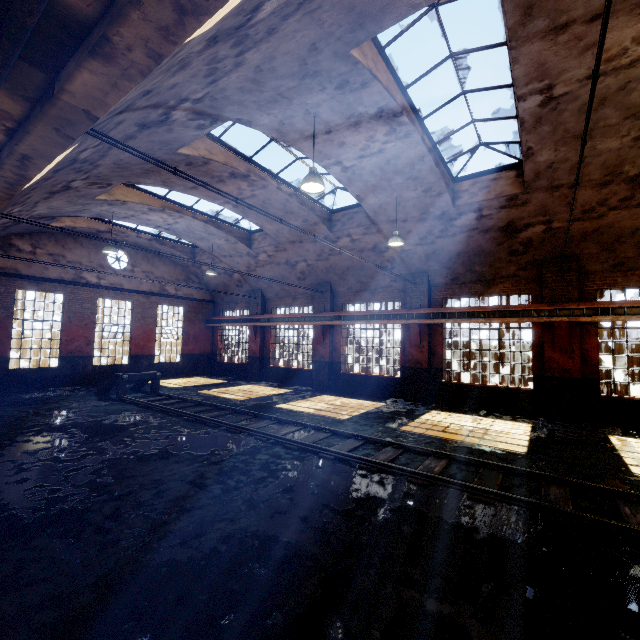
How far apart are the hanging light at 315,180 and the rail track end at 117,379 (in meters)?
10.63

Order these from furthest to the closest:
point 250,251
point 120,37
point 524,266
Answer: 1. point 250,251
2. point 524,266
3. point 120,37

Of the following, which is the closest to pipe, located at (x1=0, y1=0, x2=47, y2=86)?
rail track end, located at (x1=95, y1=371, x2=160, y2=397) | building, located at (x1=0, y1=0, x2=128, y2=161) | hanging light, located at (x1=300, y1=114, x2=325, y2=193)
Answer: building, located at (x1=0, y1=0, x2=128, y2=161)

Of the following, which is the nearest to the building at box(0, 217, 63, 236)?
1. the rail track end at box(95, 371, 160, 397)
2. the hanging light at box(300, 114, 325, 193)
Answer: the hanging light at box(300, 114, 325, 193)

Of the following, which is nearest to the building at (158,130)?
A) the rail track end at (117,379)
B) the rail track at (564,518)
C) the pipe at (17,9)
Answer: the pipe at (17,9)

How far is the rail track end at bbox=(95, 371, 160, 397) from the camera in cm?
1282

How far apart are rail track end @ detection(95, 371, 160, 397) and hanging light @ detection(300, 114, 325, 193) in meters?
10.6

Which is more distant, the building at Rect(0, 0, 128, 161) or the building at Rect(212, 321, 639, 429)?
the building at Rect(212, 321, 639, 429)
